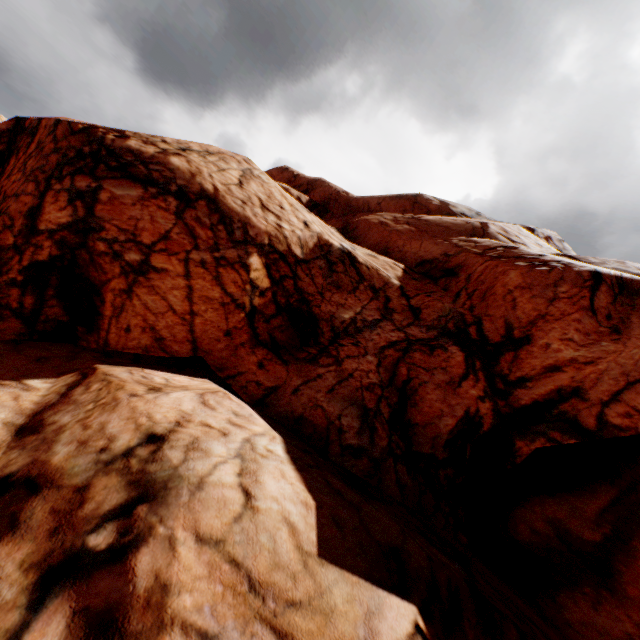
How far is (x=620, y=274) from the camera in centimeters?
873cm
